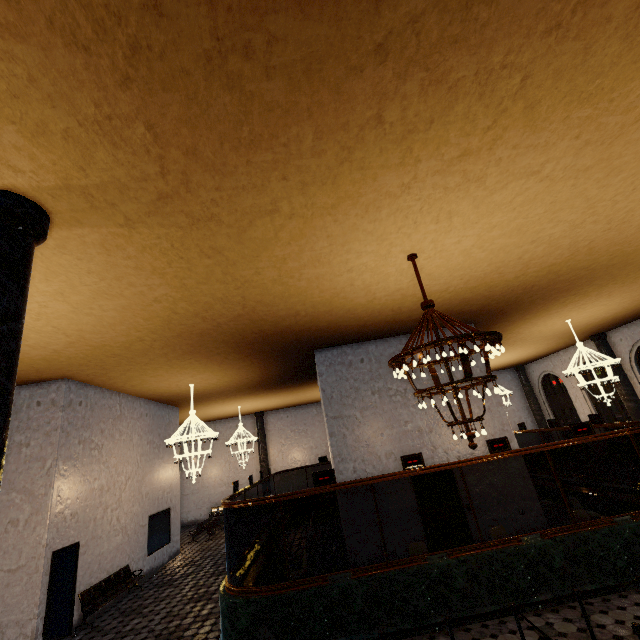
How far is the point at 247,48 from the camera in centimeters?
277cm
